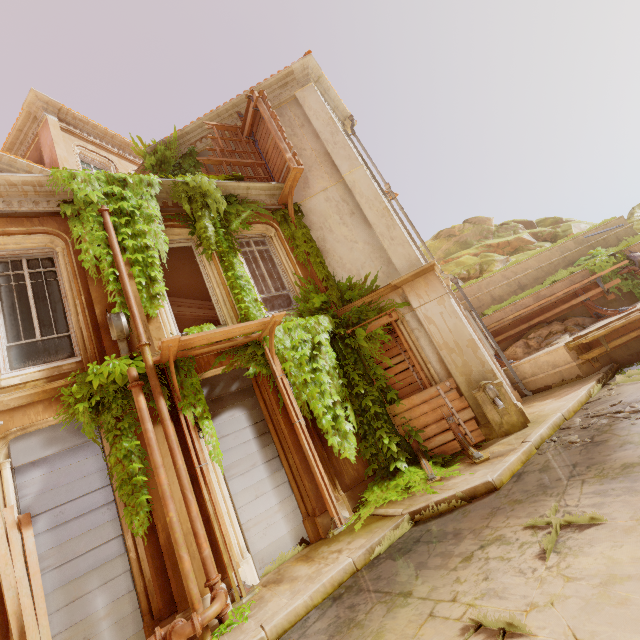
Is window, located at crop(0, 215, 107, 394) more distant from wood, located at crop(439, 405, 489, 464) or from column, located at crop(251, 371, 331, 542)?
wood, located at crop(439, 405, 489, 464)

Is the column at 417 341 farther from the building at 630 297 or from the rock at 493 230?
the rock at 493 230

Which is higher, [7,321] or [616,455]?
[7,321]

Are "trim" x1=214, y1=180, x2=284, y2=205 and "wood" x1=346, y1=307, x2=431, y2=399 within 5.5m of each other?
yes

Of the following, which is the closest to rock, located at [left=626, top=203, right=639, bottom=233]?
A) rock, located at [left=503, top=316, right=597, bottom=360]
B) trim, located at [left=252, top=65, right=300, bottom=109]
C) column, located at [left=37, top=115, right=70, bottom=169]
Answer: rock, located at [left=503, top=316, right=597, bottom=360]

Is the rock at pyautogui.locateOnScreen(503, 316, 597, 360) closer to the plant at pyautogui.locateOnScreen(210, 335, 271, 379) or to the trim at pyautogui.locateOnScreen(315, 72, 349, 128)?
the plant at pyautogui.locateOnScreen(210, 335, 271, 379)

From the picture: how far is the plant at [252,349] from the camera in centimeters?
716cm

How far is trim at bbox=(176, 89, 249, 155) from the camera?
11.0 meters
